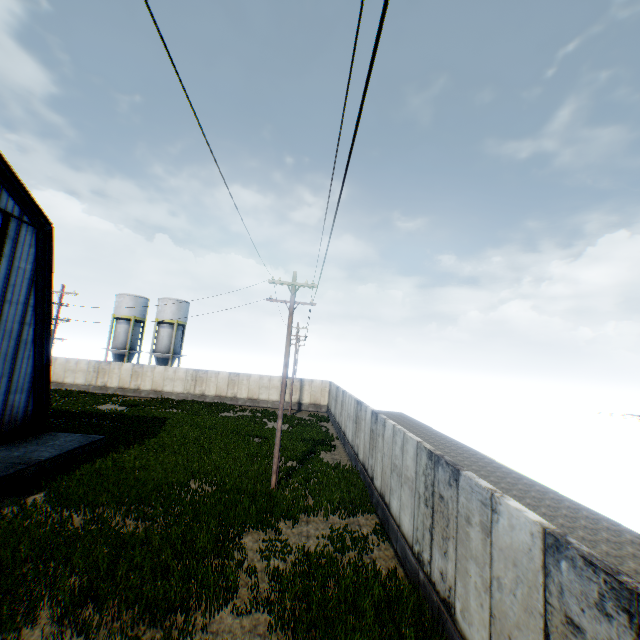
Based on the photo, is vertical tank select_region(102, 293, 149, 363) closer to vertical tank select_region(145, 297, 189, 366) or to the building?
vertical tank select_region(145, 297, 189, 366)

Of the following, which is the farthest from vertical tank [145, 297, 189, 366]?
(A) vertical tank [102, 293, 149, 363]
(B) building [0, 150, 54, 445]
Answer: (B) building [0, 150, 54, 445]

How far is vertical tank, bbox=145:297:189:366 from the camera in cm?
4344

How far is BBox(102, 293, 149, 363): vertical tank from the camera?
43.2m

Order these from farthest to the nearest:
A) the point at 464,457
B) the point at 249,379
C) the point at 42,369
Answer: the point at 249,379, the point at 464,457, the point at 42,369

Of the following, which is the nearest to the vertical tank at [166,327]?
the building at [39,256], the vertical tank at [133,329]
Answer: the vertical tank at [133,329]
